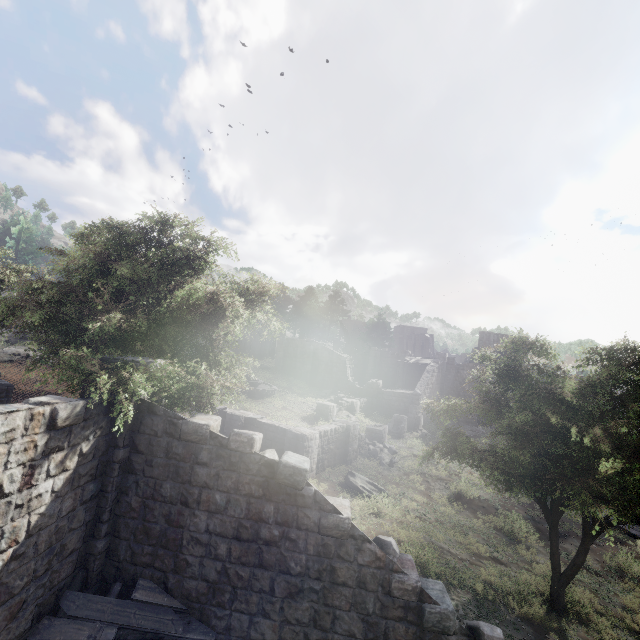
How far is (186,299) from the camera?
8.6 meters

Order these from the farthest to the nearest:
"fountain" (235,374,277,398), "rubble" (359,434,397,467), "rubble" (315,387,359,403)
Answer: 1. "rubble" (315,387,359,403)
2. "fountain" (235,374,277,398)
3. "rubble" (359,434,397,467)

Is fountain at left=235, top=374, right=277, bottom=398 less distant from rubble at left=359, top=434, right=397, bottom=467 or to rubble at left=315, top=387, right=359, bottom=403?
rubble at left=315, top=387, right=359, bottom=403

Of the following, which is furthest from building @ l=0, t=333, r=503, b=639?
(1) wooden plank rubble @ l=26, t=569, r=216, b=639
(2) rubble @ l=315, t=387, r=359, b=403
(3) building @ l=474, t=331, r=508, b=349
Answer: (2) rubble @ l=315, t=387, r=359, b=403

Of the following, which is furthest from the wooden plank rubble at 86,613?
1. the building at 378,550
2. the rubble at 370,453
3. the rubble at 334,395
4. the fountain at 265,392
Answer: the rubble at 334,395

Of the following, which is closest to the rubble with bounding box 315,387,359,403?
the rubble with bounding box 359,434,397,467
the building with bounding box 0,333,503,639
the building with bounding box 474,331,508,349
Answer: the building with bounding box 474,331,508,349

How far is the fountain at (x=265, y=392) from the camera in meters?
29.1 m

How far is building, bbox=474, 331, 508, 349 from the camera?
42.12m
